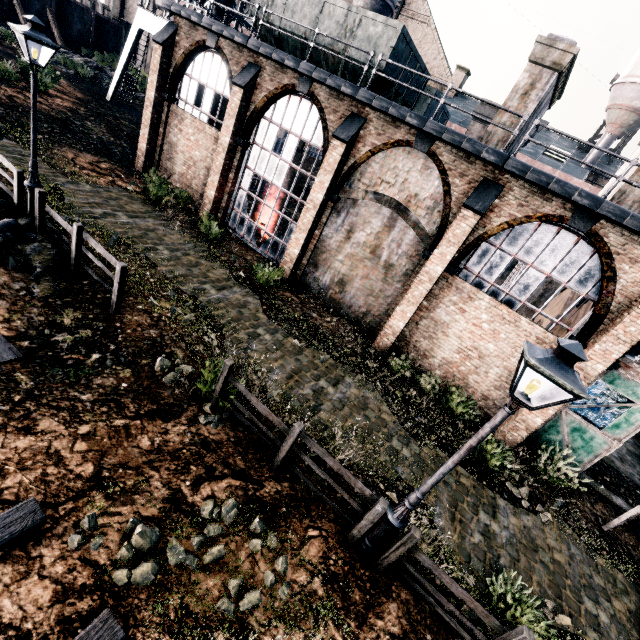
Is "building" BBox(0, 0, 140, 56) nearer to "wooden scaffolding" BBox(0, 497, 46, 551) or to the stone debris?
the stone debris

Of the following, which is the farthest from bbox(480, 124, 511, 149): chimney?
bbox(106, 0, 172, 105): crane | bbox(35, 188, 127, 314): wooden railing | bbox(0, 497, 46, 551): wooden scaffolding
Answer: bbox(106, 0, 172, 105): crane

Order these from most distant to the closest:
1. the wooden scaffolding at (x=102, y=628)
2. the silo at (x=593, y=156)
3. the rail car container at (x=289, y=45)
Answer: the silo at (x=593, y=156), the rail car container at (x=289, y=45), the wooden scaffolding at (x=102, y=628)

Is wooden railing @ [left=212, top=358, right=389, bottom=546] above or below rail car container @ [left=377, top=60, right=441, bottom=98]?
below

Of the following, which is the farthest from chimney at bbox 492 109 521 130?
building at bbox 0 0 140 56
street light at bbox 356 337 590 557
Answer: street light at bbox 356 337 590 557

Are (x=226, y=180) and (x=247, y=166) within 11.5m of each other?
yes

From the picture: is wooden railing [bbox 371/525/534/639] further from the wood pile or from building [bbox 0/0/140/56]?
building [bbox 0/0/140/56]

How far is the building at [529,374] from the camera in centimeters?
1171cm
